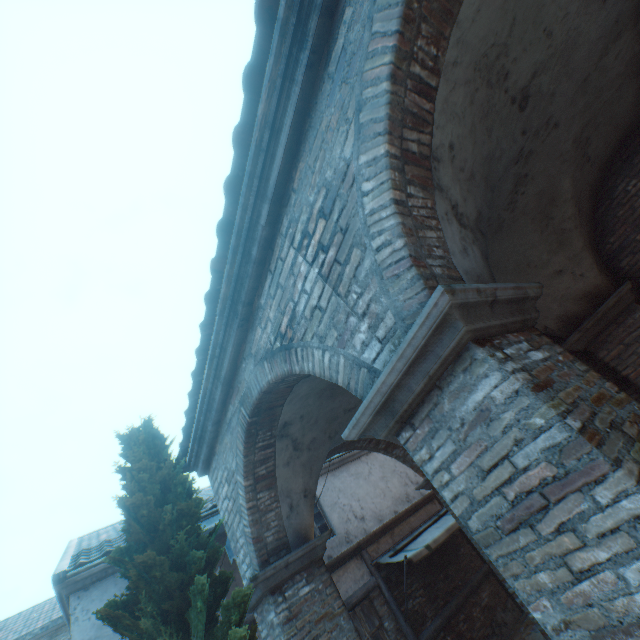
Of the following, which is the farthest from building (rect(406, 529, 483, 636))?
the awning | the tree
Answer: the tree

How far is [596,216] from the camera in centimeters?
564cm

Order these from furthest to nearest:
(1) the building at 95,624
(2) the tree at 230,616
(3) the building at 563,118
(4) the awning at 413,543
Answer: (4) the awning at 413,543 < (1) the building at 95,624 < (2) the tree at 230,616 < (3) the building at 563,118

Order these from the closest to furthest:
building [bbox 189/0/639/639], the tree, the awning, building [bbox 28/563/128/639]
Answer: building [bbox 189/0/639/639] → the tree → building [bbox 28/563/128/639] → the awning

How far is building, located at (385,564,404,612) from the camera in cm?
912

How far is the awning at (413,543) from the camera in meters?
8.6

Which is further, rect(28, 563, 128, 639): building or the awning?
the awning

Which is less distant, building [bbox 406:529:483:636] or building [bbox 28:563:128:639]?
building [bbox 28:563:128:639]
